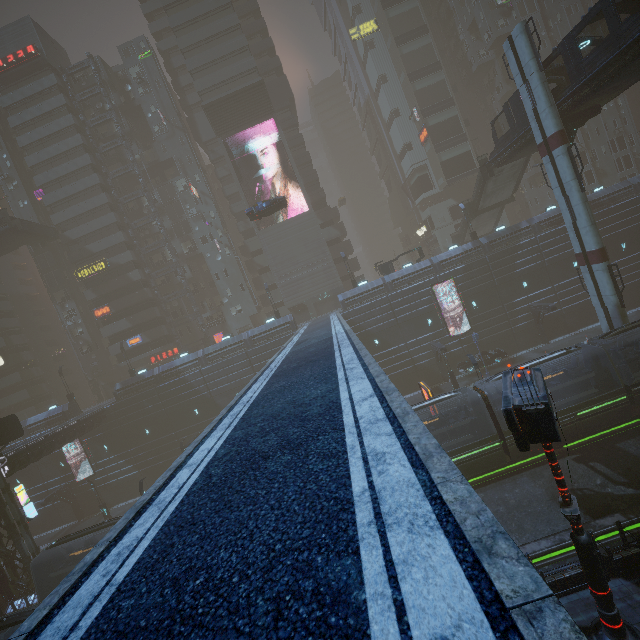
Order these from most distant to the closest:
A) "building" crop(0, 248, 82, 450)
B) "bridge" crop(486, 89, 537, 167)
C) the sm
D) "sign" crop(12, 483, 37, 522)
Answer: "building" crop(0, 248, 82, 450) < "sign" crop(12, 483, 37, 522) < "bridge" crop(486, 89, 537, 167) < the sm

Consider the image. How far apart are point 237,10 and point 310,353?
60.9 meters

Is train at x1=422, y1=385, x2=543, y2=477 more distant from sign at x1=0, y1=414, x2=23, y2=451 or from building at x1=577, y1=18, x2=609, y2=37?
sign at x1=0, y1=414, x2=23, y2=451

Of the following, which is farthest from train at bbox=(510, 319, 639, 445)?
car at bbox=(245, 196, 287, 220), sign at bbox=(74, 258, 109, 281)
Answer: sign at bbox=(74, 258, 109, 281)

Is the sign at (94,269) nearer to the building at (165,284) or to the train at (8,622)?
the building at (165,284)

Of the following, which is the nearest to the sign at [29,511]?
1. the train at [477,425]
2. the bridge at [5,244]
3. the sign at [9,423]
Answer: the sign at [9,423]

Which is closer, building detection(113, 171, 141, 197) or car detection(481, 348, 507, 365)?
car detection(481, 348, 507, 365)

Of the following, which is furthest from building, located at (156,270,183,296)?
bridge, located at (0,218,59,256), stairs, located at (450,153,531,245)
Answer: stairs, located at (450,153,531,245)
